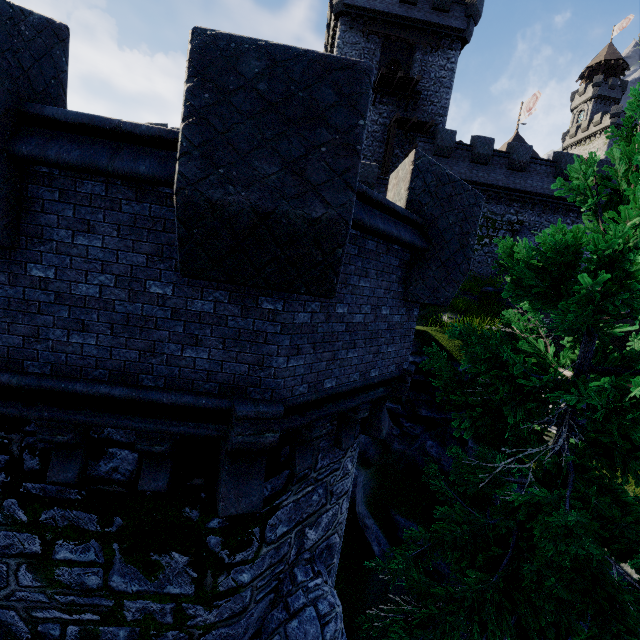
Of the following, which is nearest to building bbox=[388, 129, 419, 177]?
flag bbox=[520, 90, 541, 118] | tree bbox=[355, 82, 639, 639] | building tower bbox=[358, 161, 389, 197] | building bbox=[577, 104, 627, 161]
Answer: building tower bbox=[358, 161, 389, 197]

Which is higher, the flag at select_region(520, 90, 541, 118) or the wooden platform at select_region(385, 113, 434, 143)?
the flag at select_region(520, 90, 541, 118)

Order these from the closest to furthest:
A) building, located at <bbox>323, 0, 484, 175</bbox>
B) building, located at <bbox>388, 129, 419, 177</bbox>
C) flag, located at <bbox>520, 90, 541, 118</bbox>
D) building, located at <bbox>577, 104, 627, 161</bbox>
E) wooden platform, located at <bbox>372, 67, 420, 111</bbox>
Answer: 1. wooden platform, located at <bbox>372, 67, 420, 111</bbox>
2. building, located at <bbox>323, 0, 484, 175</bbox>
3. building, located at <bbox>388, 129, 419, 177</bbox>
4. flag, located at <bbox>520, 90, 541, 118</bbox>
5. building, located at <bbox>577, 104, 627, 161</bbox>

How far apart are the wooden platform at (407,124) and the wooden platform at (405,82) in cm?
131

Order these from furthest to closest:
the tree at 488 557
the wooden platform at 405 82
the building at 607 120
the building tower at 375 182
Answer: the building at 607 120
the wooden platform at 405 82
the building tower at 375 182
the tree at 488 557

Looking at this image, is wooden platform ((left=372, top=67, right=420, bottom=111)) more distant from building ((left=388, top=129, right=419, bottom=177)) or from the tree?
the tree

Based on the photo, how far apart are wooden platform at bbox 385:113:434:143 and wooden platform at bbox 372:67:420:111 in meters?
1.3 m

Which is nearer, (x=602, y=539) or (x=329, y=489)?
(x=602, y=539)
